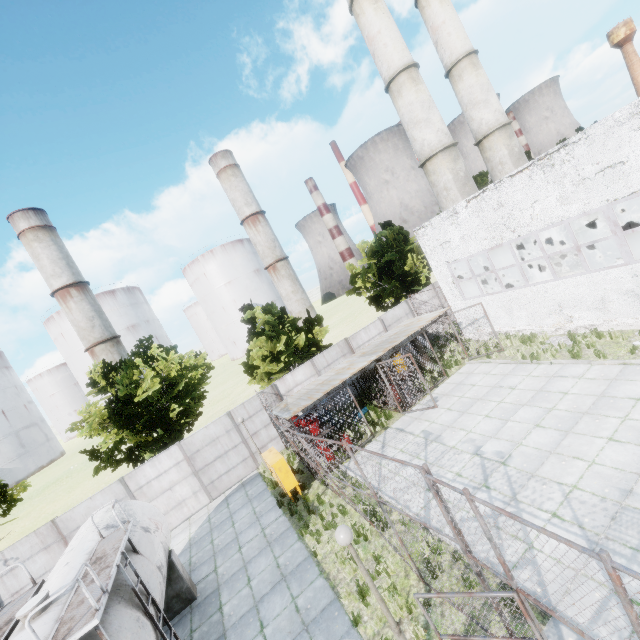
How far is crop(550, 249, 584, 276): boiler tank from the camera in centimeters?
1809cm

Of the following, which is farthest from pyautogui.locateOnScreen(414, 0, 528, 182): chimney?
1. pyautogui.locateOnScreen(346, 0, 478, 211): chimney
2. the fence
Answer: the fence

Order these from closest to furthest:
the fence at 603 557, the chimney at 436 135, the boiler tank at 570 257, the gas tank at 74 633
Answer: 1. the fence at 603 557
2. the gas tank at 74 633
3. the boiler tank at 570 257
4. the chimney at 436 135

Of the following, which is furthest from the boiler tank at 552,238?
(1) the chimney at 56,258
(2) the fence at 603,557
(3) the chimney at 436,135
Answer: (1) the chimney at 56,258

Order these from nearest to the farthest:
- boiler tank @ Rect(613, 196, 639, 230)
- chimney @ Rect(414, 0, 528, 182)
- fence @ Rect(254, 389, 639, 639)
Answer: fence @ Rect(254, 389, 639, 639), boiler tank @ Rect(613, 196, 639, 230), chimney @ Rect(414, 0, 528, 182)

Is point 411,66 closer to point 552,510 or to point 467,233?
point 467,233

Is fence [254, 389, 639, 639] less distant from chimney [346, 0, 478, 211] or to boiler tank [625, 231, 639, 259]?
boiler tank [625, 231, 639, 259]

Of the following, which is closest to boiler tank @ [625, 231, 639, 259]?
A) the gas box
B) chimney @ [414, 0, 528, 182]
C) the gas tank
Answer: chimney @ [414, 0, 528, 182]
